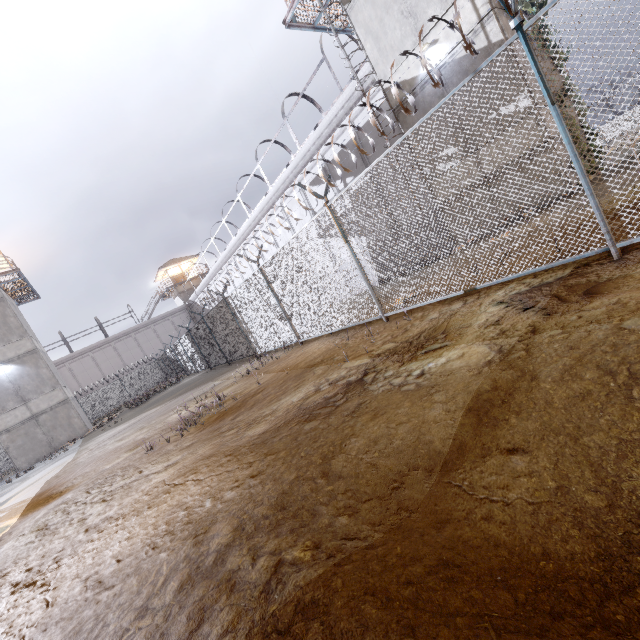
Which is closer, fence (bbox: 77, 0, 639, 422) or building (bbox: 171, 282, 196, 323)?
fence (bbox: 77, 0, 639, 422)

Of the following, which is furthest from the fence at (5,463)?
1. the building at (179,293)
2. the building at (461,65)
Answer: the building at (179,293)

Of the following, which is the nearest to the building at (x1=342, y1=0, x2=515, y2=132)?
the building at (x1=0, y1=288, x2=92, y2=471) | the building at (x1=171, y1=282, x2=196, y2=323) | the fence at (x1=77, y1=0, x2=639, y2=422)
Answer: the fence at (x1=77, y1=0, x2=639, y2=422)

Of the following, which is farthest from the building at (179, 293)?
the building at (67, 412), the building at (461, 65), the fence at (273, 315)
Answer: the building at (461, 65)

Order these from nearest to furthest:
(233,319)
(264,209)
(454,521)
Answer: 1. (454,521)
2. (233,319)
3. (264,209)

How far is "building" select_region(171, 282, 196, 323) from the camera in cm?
4547

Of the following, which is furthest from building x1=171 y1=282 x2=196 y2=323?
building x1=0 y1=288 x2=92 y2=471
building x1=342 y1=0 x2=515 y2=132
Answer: Result: building x1=342 y1=0 x2=515 y2=132
